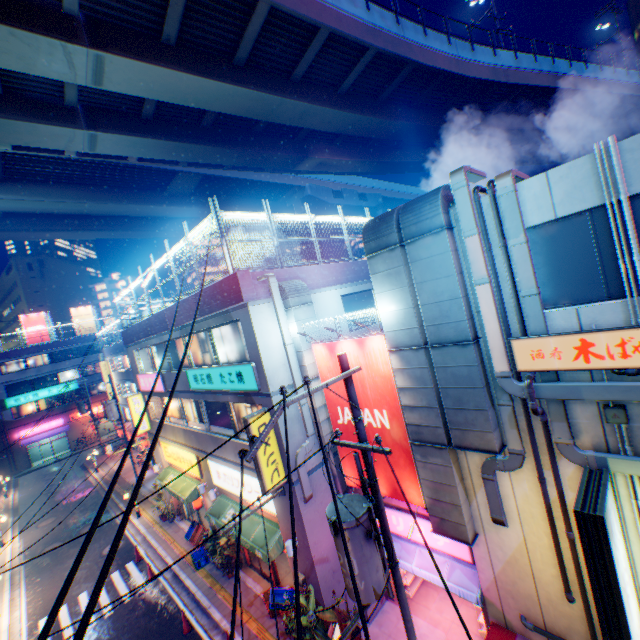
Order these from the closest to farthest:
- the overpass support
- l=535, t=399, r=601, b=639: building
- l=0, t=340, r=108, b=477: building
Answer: l=535, t=399, r=601, b=639: building
the overpass support
l=0, t=340, r=108, b=477: building

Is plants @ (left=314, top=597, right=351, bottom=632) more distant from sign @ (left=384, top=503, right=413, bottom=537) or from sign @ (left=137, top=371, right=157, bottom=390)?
sign @ (left=137, top=371, right=157, bottom=390)

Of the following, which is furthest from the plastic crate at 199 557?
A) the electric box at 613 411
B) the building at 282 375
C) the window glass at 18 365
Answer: the window glass at 18 365

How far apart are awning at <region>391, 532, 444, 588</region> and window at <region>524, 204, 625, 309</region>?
7.5 meters

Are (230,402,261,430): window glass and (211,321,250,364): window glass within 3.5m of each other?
yes

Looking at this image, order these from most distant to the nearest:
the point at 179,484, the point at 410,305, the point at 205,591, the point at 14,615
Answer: the point at 179,484, the point at 14,615, the point at 205,591, the point at 410,305

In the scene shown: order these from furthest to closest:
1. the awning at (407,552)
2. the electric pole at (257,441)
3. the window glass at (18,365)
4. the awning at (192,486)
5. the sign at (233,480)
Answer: the window glass at (18,365), the awning at (192,486), the sign at (233,480), the awning at (407,552), the electric pole at (257,441)

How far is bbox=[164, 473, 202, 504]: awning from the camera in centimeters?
1677cm
